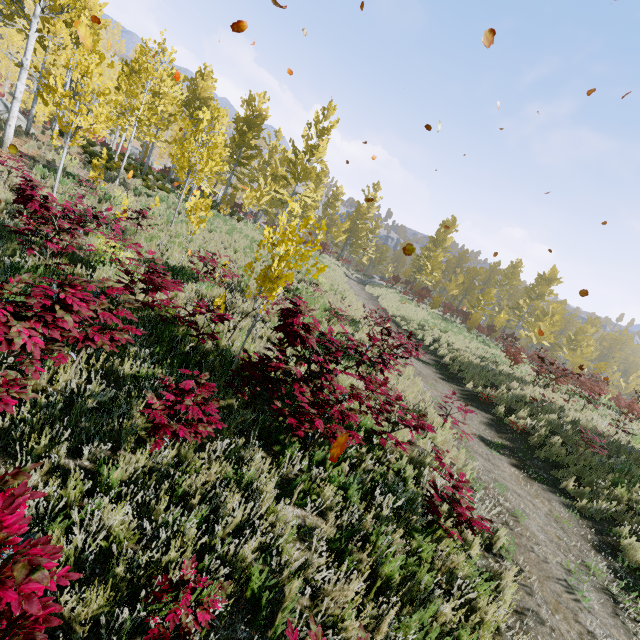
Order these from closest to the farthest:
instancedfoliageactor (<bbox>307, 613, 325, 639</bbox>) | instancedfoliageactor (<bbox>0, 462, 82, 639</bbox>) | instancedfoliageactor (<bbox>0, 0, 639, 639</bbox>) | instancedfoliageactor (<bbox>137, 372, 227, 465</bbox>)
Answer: instancedfoliageactor (<bbox>0, 462, 82, 639</bbox>) < instancedfoliageactor (<bbox>307, 613, 325, 639</bbox>) < instancedfoliageactor (<bbox>137, 372, 227, 465</bbox>) < instancedfoliageactor (<bbox>0, 0, 639, 639</bbox>)

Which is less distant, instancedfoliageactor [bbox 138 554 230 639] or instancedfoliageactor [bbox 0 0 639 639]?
instancedfoliageactor [bbox 138 554 230 639]

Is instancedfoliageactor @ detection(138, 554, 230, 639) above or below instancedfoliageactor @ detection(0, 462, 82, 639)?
below

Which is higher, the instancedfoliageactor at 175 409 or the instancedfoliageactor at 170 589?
the instancedfoliageactor at 175 409

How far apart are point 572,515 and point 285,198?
26.58m

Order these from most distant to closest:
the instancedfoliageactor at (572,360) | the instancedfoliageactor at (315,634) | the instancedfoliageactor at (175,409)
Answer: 1. the instancedfoliageactor at (572,360)
2. the instancedfoliageactor at (175,409)
3. the instancedfoliageactor at (315,634)

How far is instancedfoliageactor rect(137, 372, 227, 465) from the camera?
3.1m
